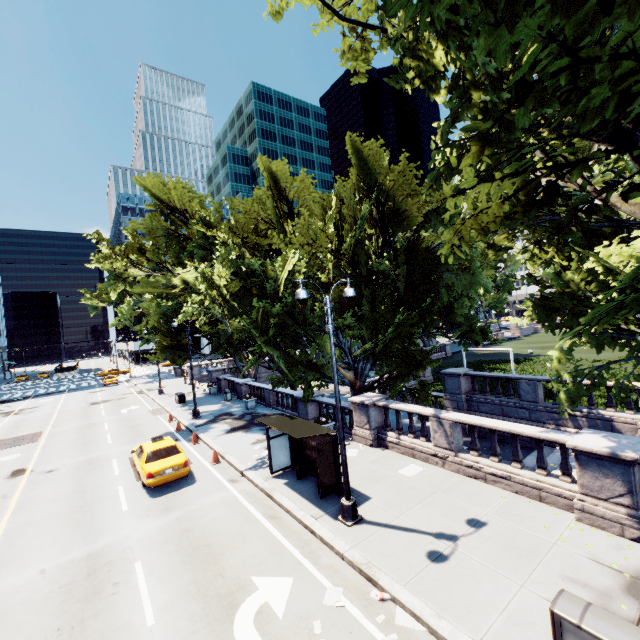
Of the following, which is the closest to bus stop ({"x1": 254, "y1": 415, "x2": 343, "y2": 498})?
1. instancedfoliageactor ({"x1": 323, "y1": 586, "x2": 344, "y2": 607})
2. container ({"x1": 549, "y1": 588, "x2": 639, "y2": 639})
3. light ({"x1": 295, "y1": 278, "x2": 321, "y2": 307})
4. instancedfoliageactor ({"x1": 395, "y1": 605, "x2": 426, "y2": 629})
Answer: light ({"x1": 295, "y1": 278, "x2": 321, "y2": 307})

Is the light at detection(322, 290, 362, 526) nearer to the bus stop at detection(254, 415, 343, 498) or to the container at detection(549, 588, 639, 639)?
the bus stop at detection(254, 415, 343, 498)

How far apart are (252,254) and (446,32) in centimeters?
1915cm

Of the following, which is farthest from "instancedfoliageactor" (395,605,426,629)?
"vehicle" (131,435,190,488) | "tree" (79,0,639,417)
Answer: "vehicle" (131,435,190,488)

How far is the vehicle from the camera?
13.2 meters

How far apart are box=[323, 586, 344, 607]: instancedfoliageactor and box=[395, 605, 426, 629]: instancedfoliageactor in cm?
110

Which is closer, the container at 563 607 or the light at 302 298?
the container at 563 607

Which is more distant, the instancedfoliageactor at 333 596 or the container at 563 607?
the instancedfoliageactor at 333 596
